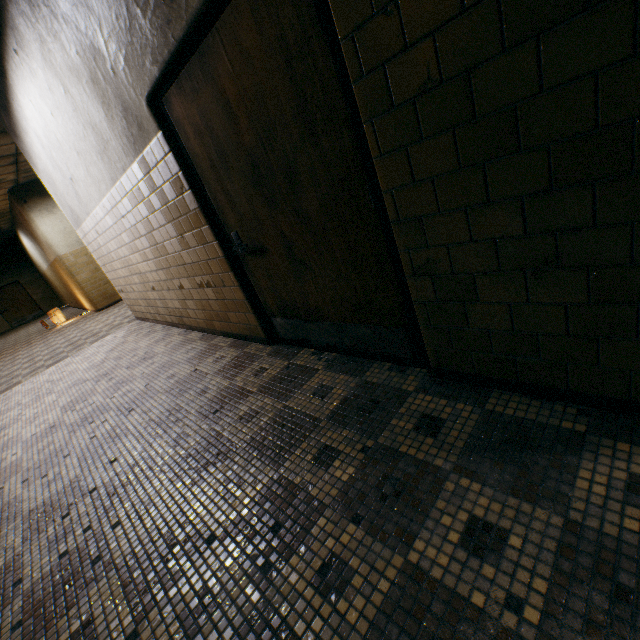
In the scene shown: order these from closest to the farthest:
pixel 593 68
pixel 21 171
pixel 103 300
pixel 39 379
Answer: pixel 593 68
pixel 39 379
pixel 21 171
pixel 103 300

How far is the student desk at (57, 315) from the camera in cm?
1091

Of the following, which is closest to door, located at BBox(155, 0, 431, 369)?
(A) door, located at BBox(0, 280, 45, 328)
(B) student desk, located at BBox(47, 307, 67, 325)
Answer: (B) student desk, located at BBox(47, 307, 67, 325)

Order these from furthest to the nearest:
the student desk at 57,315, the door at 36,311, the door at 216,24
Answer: the door at 36,311 → the student desk at 57,315 → the door at 216,24

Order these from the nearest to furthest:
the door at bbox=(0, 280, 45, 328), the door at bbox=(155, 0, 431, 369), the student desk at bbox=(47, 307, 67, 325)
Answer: the door at bbox=(155, 0, 431, 369), the student desk at bbox=(47, 307, 67, 325), the door at bbox=(0, 280, 45, 328)

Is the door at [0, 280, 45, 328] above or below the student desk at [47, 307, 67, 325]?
above

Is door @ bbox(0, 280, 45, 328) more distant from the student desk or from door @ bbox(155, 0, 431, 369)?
door @ bbox(155, 0, 431, 369)
